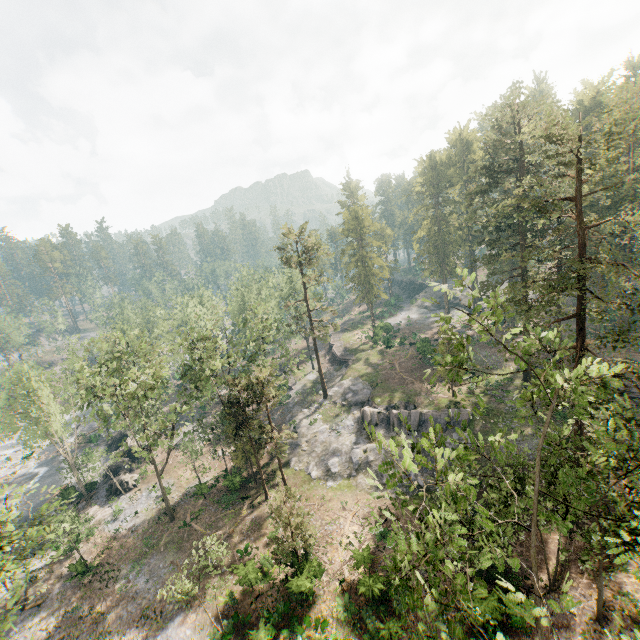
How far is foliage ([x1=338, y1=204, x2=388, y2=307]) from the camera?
55.4 meters

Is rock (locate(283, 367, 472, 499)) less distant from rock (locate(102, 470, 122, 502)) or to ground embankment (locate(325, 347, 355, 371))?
ground embankment (locate(325, 347, 355, 371))

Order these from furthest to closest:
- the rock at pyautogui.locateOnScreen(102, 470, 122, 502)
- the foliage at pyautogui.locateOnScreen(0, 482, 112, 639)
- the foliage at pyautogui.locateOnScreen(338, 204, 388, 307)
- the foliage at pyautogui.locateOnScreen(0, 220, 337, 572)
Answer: the foliage at pyautogui.locateOnScreen(338, 204, 388, 307)
the rock at pyautogui.locateOnScreen(102, 470, 122, 502)
the foliage at pyautogui.locateOnScreen(0, 220, 337, 572)
the foliage at pyautogui.locateOnScreen(0, 482, 112, 639)

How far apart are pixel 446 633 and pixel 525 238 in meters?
36.7

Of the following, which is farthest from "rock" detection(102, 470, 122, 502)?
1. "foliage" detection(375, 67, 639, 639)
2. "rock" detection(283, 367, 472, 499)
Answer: "rock" detection(283, 367, 472, 499)

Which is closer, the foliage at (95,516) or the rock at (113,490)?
the foliage at (95,516)

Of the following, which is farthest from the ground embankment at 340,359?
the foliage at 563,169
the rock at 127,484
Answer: the rock at 127,484

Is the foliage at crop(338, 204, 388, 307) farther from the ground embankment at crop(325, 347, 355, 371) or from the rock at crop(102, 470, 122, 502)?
the ground embankment at crop(325, 347, 355, 371)
